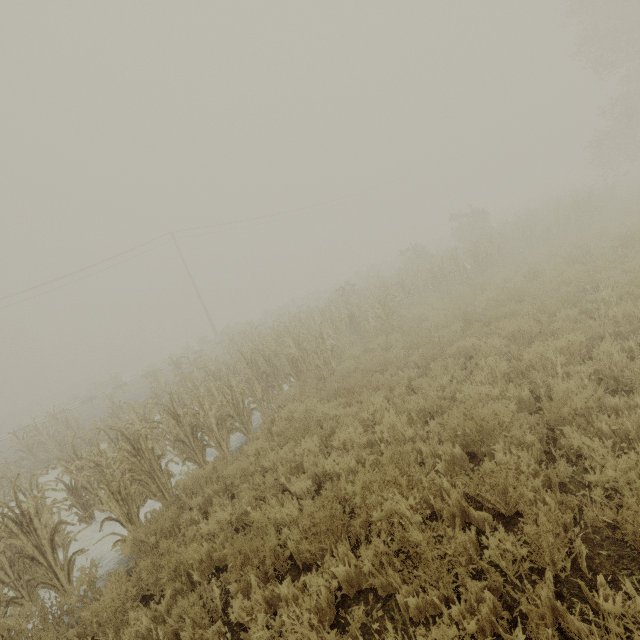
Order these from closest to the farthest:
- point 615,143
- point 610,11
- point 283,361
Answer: point 283,361
point 610,11
point 615,143

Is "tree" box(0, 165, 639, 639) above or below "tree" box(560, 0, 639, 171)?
below

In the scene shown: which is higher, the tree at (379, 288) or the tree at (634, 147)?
the tree at (634, 147)

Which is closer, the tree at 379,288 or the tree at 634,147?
the tree at 379,288

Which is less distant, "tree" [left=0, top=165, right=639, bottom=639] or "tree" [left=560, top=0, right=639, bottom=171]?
"tree" [left=0, top=165, right=639, bottom=639]
